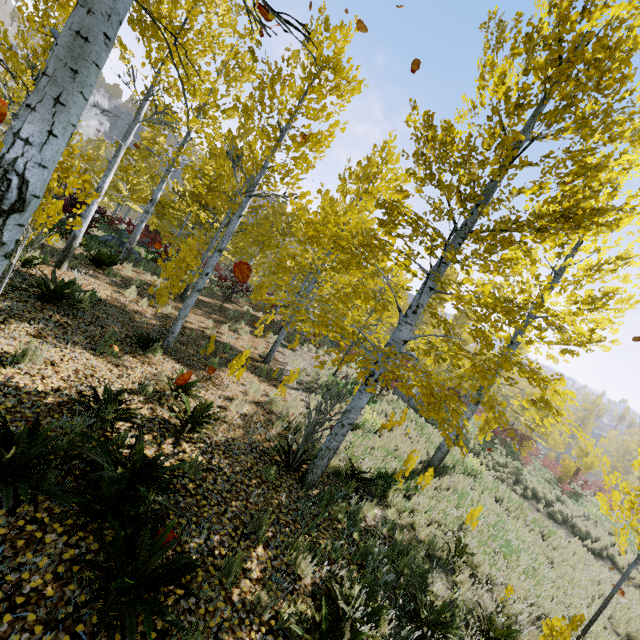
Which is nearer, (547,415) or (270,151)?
(270,151)

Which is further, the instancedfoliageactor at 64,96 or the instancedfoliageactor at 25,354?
the instancedfoliageactor at 25,354

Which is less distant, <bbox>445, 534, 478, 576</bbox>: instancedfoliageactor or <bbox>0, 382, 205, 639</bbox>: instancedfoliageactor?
<bbox>0, 382, 205, 639</bbox>: instancedfoliageactor

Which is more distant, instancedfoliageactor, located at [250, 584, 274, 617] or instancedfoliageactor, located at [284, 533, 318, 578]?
instancedfoliageactor, located at [284, 533, 318, 578]

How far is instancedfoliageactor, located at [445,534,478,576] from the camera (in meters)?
6.08

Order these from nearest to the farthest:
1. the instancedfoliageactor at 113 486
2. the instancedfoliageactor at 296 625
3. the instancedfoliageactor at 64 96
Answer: the instancedfoliageactor at 113 486 → the instancedfoliageactor at 296 625 → the instancedfoliageactor at 64 96
